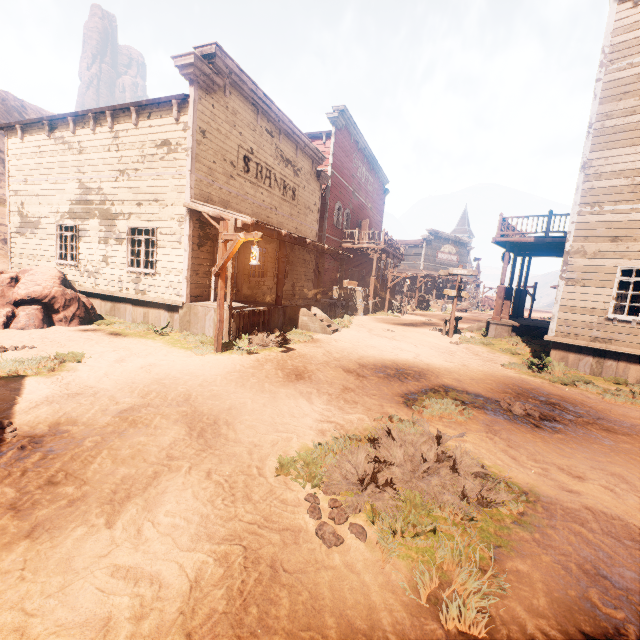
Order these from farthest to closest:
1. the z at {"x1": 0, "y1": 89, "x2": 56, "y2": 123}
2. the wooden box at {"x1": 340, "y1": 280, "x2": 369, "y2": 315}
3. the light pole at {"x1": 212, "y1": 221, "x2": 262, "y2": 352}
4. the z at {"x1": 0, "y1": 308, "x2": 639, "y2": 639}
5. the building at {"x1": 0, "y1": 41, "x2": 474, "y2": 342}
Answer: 1. the z at {"x1": 0, "y1": 89, "x2": 56, "y2": 123}
2. the wooden box at {"x1": 340, "y1": 280, "x2": 369, "y2": 315}
3. the building at {"x1": 0, "y1": 41, "x2": 474, "y2": 342}
4. the light pole at {"x1": 212, "y1": 221, "x2": 262, "y2": 352}
5. the z at {"x1": 0, "y1": 308, "x2": 639, "y2": 639}

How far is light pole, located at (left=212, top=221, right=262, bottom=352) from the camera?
7.3m

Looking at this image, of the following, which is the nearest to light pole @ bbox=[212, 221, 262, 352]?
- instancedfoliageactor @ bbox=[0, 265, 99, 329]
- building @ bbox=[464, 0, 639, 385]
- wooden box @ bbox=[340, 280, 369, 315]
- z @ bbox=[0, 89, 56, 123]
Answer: z @ bbox=[0, 89, 56, 123]

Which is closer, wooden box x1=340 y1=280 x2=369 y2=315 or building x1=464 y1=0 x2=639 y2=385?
building x1=464 y1=0 x2=639 y2=385

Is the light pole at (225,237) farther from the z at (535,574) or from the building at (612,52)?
the building at (612,52)

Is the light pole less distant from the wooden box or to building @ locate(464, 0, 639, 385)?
building @ locate(464, 0, 639, 385)

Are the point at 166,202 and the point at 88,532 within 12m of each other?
yes

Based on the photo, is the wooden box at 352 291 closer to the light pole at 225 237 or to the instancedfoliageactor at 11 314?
the light pole at 225 237
